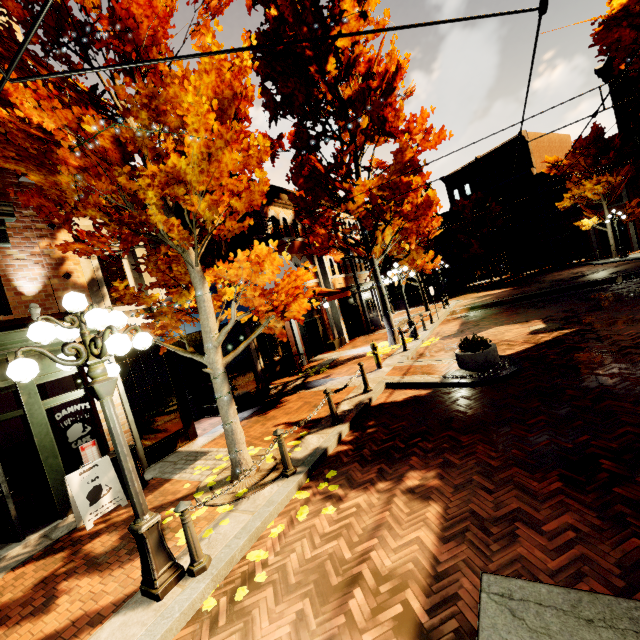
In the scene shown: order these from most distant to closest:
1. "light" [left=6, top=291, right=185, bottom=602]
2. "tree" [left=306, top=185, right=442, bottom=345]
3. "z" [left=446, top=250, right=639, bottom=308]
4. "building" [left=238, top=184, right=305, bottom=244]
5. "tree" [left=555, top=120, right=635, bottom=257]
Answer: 1. "tree" [left=555, top=120, right=635, bottom=257]
2. "z" [left=446, top=250, right=639, bottom=308]
3. "building" [left=238, top=184, right=305, bottom=244]
4. "tree" [left=306, top=185, right=442, bottom=345]
5. "light" [left=6, top=291, right=185, bottom=602]

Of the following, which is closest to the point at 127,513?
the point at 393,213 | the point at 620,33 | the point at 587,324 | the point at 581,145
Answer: the point at 393,213

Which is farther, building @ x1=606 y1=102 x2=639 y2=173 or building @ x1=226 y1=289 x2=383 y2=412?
building @ x1=606 y1=102 x2=639 y2=173

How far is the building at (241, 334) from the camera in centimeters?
1093cm

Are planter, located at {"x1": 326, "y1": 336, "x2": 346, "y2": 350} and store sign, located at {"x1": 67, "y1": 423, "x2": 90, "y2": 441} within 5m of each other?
no

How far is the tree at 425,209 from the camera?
12.6m

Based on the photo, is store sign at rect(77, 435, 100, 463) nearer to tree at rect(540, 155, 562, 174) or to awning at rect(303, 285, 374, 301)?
tree at rect(540, 155, 562, 174)

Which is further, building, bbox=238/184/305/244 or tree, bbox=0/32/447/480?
building, bbox=238/184/305/244
